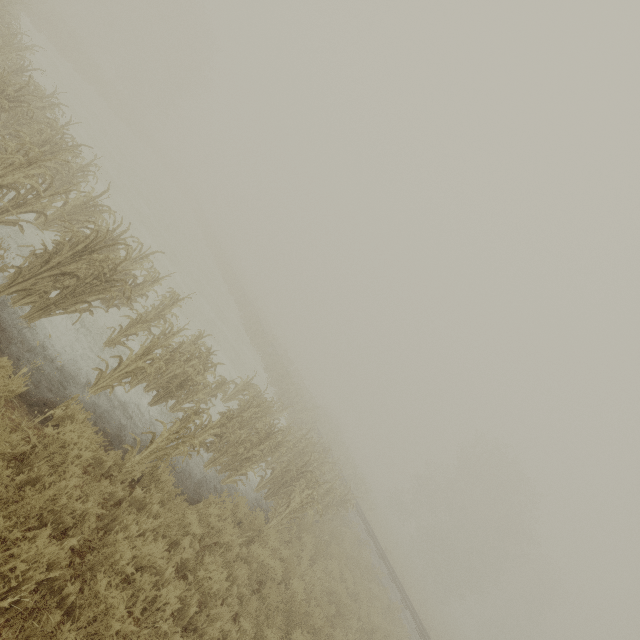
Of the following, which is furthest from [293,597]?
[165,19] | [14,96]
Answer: [165,19]
